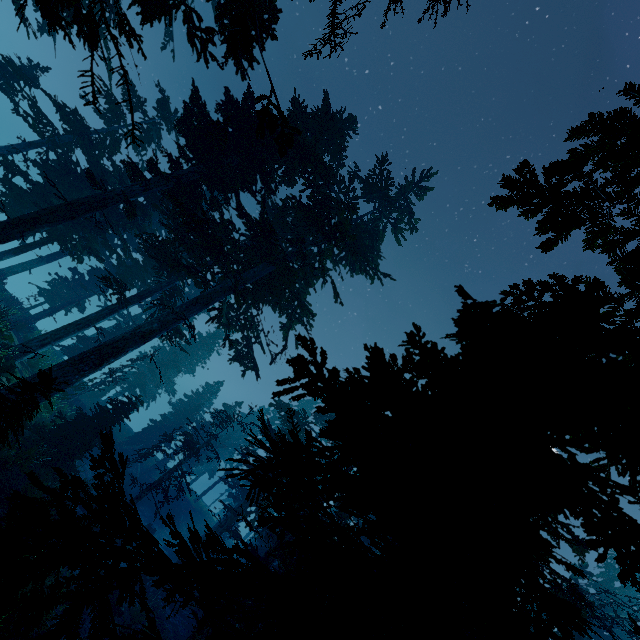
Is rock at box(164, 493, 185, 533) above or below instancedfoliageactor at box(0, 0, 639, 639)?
below

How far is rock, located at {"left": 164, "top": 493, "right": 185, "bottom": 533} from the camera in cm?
3556

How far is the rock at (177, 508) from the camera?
35.56m

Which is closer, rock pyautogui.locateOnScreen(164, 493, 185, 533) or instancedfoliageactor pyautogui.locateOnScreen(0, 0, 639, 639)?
instancedfoliageactor pyautogui.locateOnScreen(0, 0, 639, 639)

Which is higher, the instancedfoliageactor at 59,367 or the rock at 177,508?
the instancedfoliageactor at 59,367

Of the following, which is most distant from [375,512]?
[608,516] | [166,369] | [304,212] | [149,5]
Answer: [166,369]
